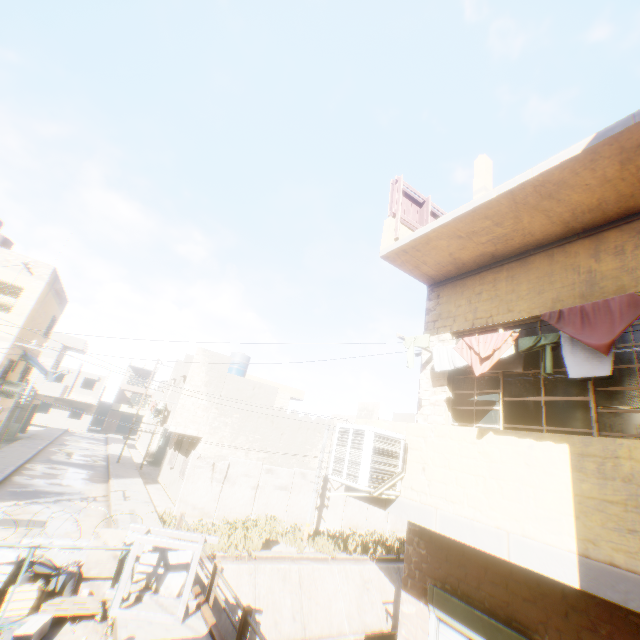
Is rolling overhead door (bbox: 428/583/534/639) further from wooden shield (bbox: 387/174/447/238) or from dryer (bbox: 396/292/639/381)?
wooden shield (bbox: 387/174/447/238)

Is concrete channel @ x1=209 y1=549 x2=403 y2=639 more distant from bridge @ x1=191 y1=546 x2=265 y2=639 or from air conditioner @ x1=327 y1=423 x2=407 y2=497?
air conditioner @ x1=327 y1=423 x2=407 y2=497

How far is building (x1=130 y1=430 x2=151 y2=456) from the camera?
33.5m

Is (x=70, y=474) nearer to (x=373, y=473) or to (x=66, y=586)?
(x=66, y=586)

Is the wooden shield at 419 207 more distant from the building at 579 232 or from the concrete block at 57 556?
the concrete block at 57 556

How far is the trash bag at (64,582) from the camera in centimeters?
762cm

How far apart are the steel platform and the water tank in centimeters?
1629cm

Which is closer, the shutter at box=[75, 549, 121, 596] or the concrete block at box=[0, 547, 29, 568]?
the concrete block at box=[0, 547, 29, 568]
